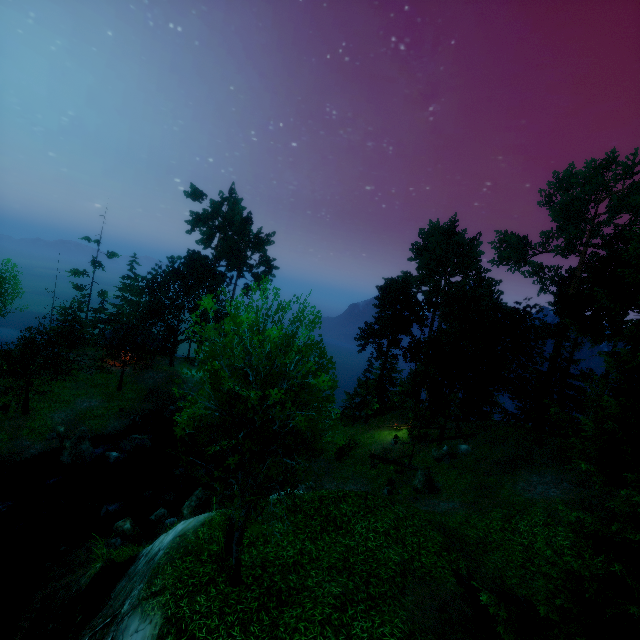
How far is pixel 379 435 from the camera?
33.9m

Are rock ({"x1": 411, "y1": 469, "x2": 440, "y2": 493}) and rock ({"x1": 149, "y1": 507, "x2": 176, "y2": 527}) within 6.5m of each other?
no

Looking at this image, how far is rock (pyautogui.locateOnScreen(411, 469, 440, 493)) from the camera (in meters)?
20.42

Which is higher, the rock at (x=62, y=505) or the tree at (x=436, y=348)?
the tree at (x=436, y=348)

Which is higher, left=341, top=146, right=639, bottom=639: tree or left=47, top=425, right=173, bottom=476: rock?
left=341, top=146, right=639, bottom=639: tree

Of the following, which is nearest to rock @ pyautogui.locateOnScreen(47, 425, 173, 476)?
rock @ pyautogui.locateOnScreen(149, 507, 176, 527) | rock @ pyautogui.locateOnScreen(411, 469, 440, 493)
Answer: rock @ pyautogui.locateOnScreen(149, 507, 176, 527)

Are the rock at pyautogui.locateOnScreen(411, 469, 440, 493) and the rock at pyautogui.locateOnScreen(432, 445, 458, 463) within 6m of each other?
yes

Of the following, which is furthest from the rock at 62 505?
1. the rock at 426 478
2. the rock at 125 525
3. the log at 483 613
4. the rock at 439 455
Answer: the rock at 439 455
